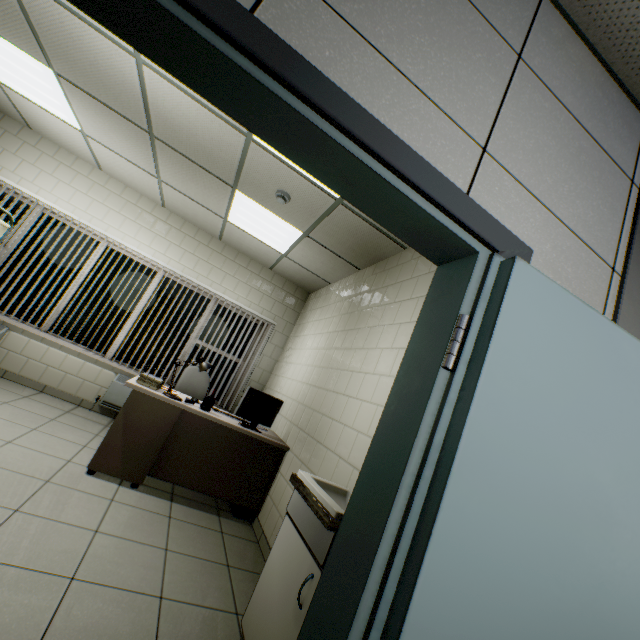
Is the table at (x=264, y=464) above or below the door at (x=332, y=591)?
below

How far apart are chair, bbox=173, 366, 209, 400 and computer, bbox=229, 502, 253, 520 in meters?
1.2

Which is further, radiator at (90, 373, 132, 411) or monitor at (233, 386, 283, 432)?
radiator at (90, 373, 132, 411)

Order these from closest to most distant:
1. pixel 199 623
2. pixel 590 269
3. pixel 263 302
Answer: pixel 590 269
pixel 199 623
pixel 263 302

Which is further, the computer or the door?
the computer

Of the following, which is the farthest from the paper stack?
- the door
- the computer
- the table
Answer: the door

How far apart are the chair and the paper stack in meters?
0.7 m

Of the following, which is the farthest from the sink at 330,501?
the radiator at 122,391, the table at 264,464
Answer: the radiator at 122,391
